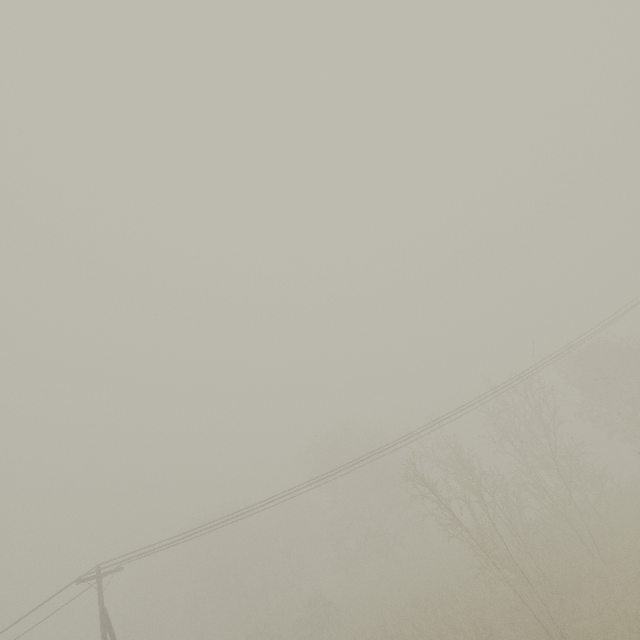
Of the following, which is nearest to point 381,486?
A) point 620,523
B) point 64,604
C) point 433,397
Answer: point 620,523
